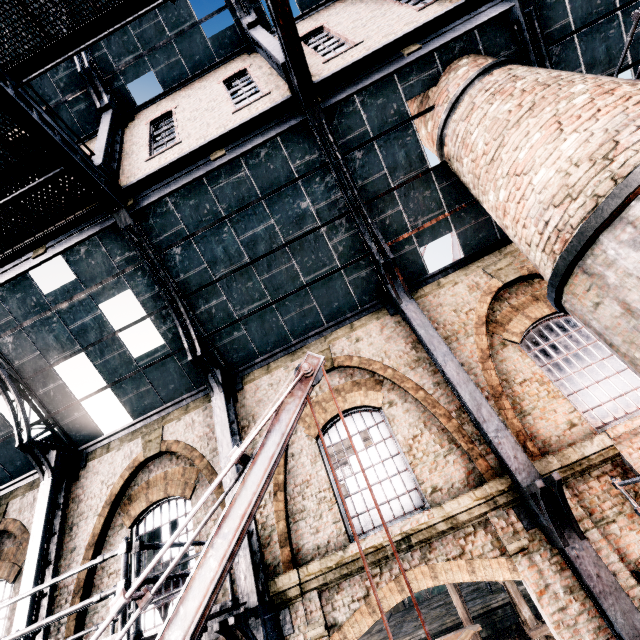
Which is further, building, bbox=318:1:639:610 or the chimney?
building, bbox=318:1:639:610

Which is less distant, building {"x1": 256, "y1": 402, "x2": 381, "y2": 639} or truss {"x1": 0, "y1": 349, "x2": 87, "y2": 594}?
building {"x1": 256, "y1": 402, "x2": 381, "y2": 639}

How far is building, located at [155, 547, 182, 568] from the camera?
8.60m

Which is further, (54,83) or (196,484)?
(54,83)

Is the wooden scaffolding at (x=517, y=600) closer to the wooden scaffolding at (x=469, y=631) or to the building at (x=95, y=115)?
the wooden scaffolding at (x=469, y=631)

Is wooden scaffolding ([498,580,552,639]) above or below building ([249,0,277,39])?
below

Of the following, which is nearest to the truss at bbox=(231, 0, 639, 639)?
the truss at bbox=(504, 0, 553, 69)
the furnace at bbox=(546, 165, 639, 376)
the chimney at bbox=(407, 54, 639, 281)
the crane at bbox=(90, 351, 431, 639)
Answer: the furnace at bbox=(546, 165, 639, 376)

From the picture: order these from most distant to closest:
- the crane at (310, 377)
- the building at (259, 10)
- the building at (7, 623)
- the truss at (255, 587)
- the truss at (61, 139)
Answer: the building at (259, 10), the building at (7, 623), the truss at (61, 139), the truss at (255, 587), the crane at (310, 377)
